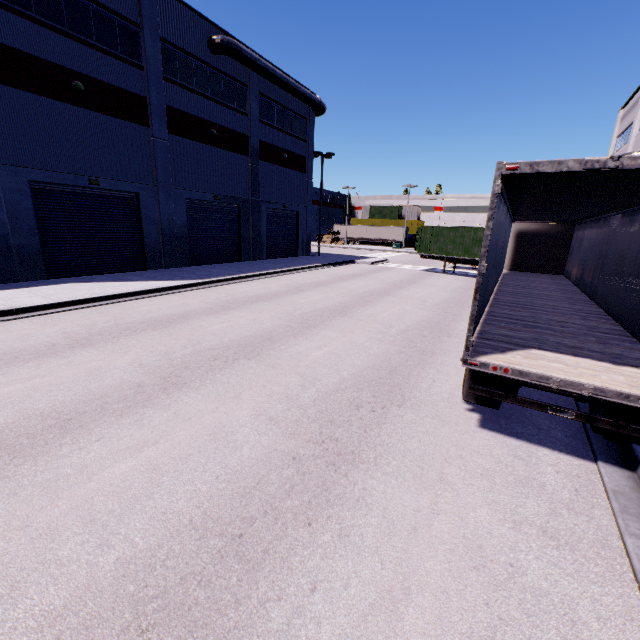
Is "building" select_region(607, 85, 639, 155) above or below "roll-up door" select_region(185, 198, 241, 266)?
above

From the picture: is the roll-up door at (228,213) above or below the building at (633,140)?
below

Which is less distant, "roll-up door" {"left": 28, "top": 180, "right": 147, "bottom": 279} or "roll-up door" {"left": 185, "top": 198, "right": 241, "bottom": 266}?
"roll-up door" {"left": 28, "top": 180, "right": 147, "bottom": 279}

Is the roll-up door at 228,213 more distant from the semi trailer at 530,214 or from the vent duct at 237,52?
the vent duct at 237,52

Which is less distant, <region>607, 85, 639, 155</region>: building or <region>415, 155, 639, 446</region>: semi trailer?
<region>415, 155, 639, 446</region>: semi trailer

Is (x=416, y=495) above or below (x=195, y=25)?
below

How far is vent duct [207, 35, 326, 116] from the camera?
20.12m

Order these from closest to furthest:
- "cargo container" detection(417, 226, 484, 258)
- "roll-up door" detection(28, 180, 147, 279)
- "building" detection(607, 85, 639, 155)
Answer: "roll-up door" detection(28, 180, 147, 279), "cargo container" detection(417, 226, 484, 258), "building" detection(607, 85, 639, 155)
